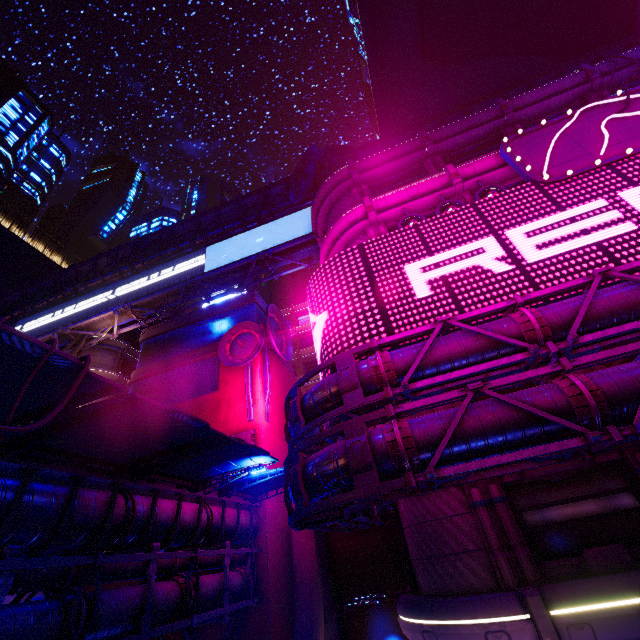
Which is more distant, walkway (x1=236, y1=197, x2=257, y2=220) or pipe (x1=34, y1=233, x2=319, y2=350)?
walkway (x1=236, y1=197, x2=257, y2=220)

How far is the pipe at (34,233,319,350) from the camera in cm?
3145

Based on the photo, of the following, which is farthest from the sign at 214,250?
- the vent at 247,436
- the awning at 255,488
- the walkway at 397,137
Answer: the awning at 255,488

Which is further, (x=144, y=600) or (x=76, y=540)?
(x=144, y=600)

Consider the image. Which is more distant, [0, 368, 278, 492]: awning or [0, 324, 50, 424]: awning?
[0, 368, 278, 492]: awning

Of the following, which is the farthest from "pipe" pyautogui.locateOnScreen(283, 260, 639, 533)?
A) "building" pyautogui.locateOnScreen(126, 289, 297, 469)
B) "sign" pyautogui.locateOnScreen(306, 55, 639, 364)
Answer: "sign" pyautogui.locateOnScreen(306, 55, 639, 364)

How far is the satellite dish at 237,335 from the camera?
24.70m

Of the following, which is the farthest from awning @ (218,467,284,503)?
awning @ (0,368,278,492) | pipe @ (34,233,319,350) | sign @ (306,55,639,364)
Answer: pipe @ (34,233,319,350)
